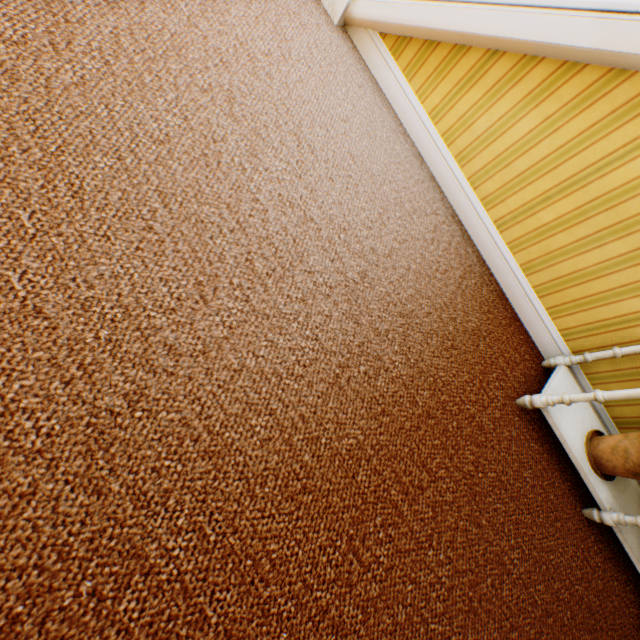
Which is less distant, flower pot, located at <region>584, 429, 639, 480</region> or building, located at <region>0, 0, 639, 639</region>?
building, located at <region>0, 0, 639, 639</region>

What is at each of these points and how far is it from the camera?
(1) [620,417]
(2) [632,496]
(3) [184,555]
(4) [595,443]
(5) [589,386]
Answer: (1) building, 2.0m
(2) cabinet, 1.9m
(3) building, 0.9m
(4) flower pot, 1.8m
(5) building, 2.0m

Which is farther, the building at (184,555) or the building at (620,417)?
the building at (620,417)

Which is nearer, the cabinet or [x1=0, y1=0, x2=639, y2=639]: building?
[x1=0, y1=0, x2=639, y2=639]: building

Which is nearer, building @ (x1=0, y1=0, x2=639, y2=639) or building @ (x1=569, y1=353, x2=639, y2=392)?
building @ (x1=0, y1=0, x2=639, y2=639)
